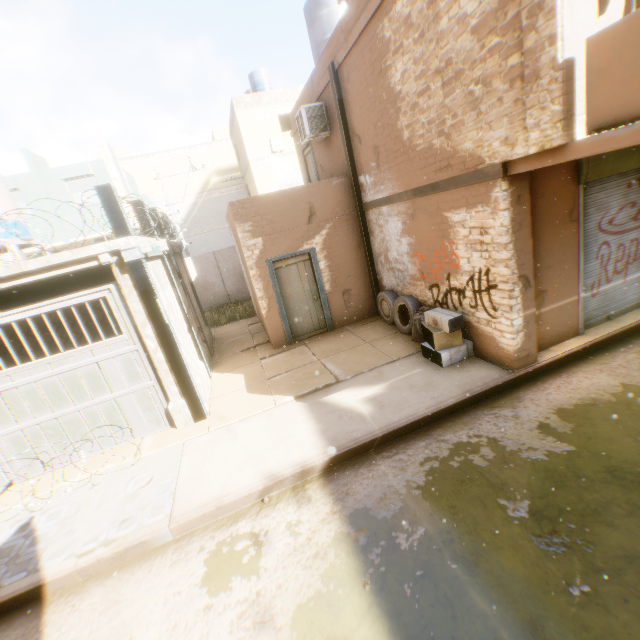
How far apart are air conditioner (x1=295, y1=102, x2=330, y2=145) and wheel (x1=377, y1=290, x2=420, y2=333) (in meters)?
3.56

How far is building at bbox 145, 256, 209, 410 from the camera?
6.5m

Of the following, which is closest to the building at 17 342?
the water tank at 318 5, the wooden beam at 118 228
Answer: the wooden beam at 118 228

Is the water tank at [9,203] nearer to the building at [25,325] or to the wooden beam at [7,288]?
the wooden beam at [7,288]

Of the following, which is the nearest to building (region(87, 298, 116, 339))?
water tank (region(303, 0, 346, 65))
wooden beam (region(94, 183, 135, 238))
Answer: wooden beam (region(94, 183, 135, 238))

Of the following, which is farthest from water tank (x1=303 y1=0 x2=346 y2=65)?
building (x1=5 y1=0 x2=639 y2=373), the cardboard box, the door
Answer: the cardboard box

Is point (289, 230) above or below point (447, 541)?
above

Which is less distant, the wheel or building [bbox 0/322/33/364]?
the wheel
